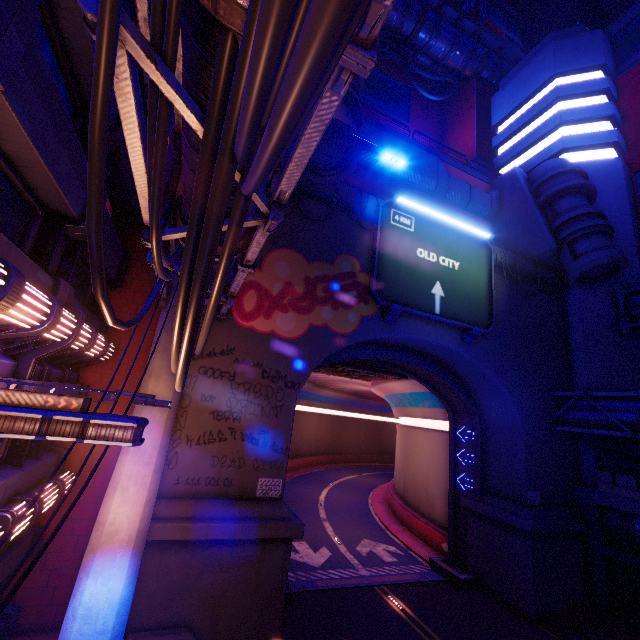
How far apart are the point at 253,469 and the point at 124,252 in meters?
10.0

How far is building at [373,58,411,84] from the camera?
35.0 meters

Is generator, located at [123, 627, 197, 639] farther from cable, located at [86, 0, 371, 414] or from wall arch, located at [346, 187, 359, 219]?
cable, located at [86, 0, 371, 414]

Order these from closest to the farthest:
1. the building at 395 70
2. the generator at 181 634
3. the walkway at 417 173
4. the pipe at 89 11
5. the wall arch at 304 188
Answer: the pipe at 89 11 < the generator at 181 634 < the wall arch at 304 188 < the walkway at 417 173 < the building at 395 70

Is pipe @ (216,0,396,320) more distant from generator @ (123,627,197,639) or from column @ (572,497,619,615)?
column @ (572,497,619,615)

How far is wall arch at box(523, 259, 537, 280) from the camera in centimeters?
2009cm

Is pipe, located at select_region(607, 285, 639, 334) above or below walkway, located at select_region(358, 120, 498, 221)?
below

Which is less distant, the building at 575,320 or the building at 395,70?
the building at 575,320
